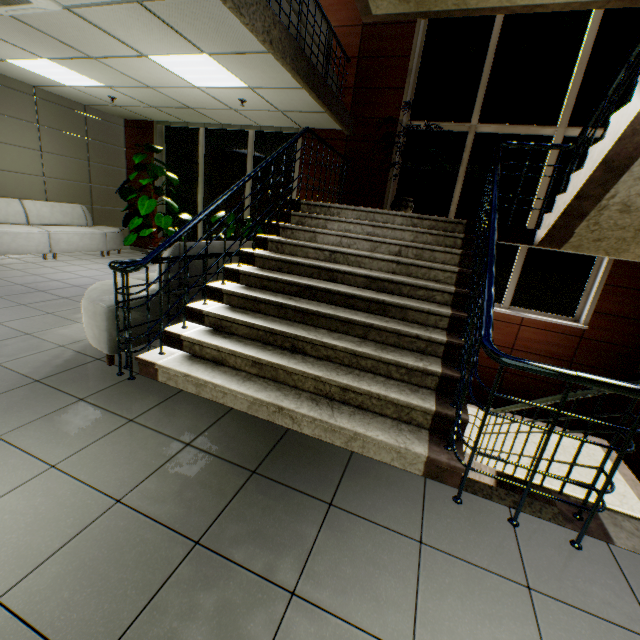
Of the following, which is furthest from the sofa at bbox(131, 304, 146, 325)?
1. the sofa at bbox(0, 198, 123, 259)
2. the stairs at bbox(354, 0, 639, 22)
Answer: the sofa at bbox(0, 198, 123, 259)

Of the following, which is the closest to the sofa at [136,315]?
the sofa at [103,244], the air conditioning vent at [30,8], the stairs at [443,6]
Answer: the stairs at [443,6]

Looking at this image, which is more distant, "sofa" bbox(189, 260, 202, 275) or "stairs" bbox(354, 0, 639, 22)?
"stairs" bbox(354, 0, 639, 22)

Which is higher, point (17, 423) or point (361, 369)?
point (361, 369)

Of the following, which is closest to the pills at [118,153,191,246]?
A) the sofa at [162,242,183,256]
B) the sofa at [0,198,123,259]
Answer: the sofa at [0,198,123,259]

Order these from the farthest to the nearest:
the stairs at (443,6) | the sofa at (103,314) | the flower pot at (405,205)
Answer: the flower pot at (405,205)
the stairs at (443,6)
the sofa at (103,314)

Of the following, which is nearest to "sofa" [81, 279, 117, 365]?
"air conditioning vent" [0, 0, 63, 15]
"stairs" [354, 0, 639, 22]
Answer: "stairs" [354, 0, 639, 22]
